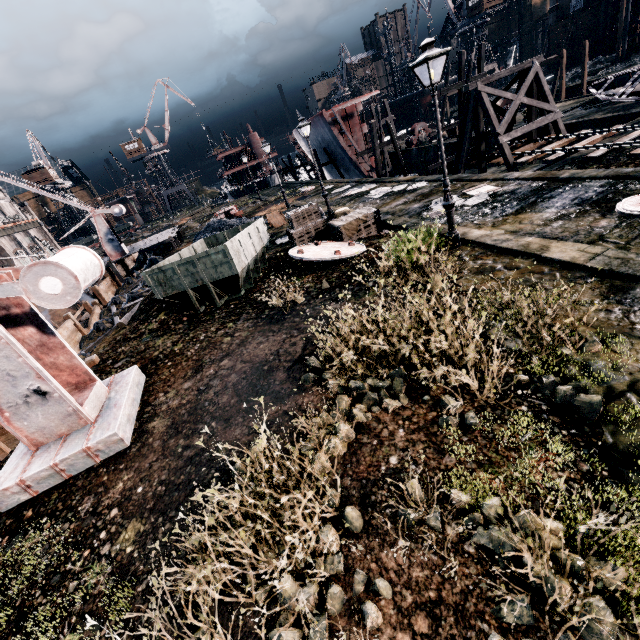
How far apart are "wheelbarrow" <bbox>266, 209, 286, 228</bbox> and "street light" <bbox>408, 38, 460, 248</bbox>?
15.7m

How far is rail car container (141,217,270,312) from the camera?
11.54m

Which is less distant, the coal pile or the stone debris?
the stone debris

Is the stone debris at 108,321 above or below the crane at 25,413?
below

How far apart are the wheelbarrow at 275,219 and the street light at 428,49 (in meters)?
15.66

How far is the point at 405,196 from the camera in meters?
19.6

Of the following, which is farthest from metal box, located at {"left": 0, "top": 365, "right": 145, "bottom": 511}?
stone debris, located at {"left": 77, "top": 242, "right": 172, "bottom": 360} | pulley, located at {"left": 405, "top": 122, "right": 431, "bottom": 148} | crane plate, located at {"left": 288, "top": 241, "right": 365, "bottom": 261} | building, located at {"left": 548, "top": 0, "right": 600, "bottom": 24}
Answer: pulley, located at {"left": 405, "top": 122, "right": 431, "bottom": 148}

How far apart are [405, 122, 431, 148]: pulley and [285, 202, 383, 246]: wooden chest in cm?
3078
